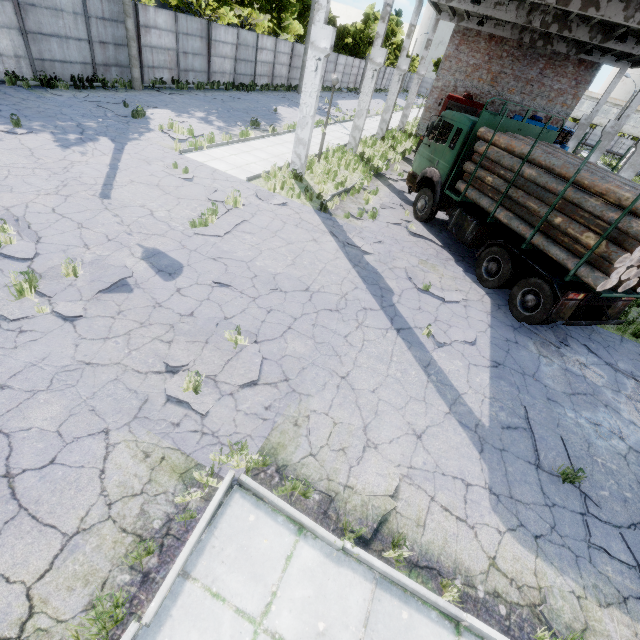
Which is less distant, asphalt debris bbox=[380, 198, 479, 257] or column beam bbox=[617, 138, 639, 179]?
asphalt debris bbox=[380, 198, 479, 257]

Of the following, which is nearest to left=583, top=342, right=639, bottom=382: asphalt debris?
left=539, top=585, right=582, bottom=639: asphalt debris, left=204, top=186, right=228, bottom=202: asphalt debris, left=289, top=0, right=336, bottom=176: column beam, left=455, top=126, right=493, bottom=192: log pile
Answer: left=455, top=126, right=493, bottom=192: log pile

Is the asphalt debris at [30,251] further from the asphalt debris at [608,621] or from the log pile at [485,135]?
the log pile at [485,135]

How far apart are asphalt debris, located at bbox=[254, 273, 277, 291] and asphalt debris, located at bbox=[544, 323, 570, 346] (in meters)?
6.40

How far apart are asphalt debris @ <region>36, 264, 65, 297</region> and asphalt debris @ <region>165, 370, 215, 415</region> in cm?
144

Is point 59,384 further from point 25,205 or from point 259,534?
point 25,205

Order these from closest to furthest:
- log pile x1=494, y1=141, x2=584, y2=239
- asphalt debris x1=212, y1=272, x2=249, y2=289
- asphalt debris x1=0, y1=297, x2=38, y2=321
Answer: asphalt debris x1=0, y1=297, x2=38, y2=321 → asphalt debris x1=212, y1=272, x2=249, y2=289 → log pile x1=494, y1=141, x2=584, y2=239

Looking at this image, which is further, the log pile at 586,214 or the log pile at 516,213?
the log pile at 516,213
